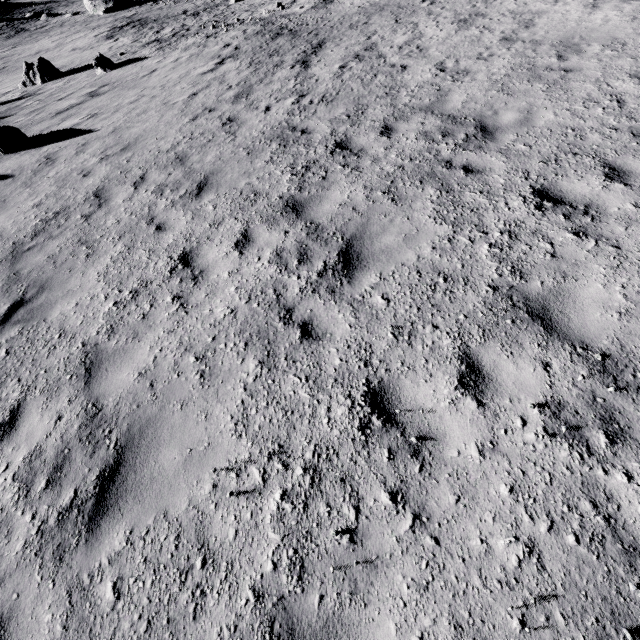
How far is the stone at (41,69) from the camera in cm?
2027

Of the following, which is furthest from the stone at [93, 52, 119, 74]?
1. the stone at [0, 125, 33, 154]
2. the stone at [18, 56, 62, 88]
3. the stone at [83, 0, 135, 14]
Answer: the stone at [83, 0, 135, 14]

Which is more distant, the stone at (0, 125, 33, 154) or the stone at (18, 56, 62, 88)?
the stone at (18, 56, 62, 88)

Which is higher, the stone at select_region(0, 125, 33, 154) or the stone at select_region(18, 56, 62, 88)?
the stone at select_region(0, 125, 33, 154)

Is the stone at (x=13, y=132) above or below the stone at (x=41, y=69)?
above

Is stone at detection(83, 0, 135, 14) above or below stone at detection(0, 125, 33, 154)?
below

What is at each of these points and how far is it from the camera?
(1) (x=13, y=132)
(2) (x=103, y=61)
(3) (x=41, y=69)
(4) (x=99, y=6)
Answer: (1) stone, 10.5m
(2) stone, 18.4m
(3) stone, 20.2m
(4) stone, 51.5m

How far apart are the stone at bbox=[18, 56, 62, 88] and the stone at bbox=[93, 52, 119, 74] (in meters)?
4.71
